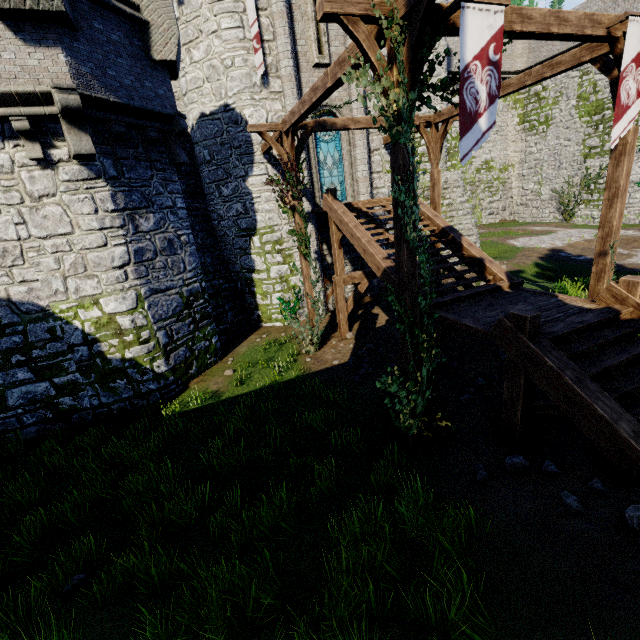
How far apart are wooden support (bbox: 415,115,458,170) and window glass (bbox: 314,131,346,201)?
3.1 meters

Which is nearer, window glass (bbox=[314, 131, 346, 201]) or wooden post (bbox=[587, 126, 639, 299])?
wooden post (bbox=[587, 126, 639, 299])

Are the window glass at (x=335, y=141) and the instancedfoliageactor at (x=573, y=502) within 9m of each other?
no

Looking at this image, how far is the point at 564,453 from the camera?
5.38m

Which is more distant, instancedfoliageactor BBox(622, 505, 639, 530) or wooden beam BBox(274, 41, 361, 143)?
wooden beam BBox(274, 41, 361, 143)

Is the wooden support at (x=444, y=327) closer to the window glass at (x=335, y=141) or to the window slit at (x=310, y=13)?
the window glass at (x=335, y=141)

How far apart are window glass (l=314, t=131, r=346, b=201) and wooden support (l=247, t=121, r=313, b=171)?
3.3 meters

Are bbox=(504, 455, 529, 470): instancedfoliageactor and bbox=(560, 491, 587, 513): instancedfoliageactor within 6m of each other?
yes
